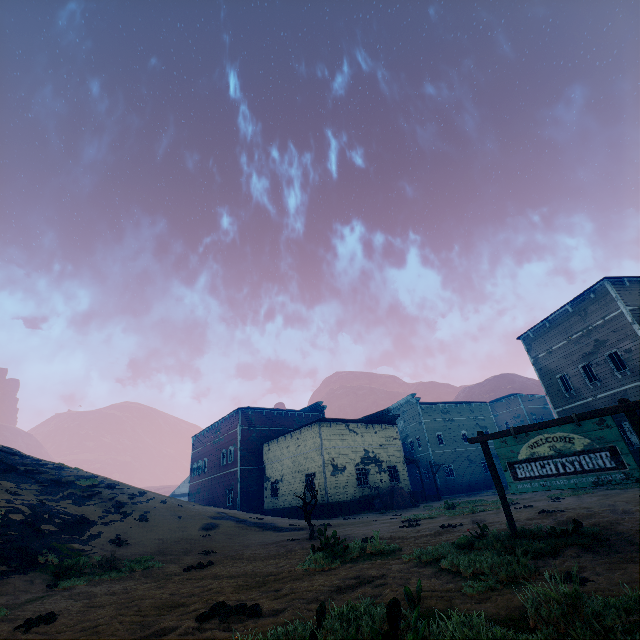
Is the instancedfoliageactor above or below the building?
below

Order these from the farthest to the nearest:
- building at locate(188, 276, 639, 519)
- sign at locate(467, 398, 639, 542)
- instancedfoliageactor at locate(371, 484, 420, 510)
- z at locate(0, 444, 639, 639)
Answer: instancedfoliageactor at locate(371, 484, 420, 510) → building at locate(188, 276, 639, 519) → sign at locate(467, 398, 639, 542) → z at locate(0, 444, 639, 639)

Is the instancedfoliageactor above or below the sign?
below

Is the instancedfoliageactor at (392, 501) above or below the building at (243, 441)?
below

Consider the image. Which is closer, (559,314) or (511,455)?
(511,455)

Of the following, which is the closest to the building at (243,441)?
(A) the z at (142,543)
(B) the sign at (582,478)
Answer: (A) the z at (142,543)

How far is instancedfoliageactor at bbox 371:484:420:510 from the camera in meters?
24.4

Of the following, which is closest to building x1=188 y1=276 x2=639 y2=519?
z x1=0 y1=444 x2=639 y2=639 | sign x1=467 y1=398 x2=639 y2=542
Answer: z x1=0 y1=444 x2=639 y2=639
